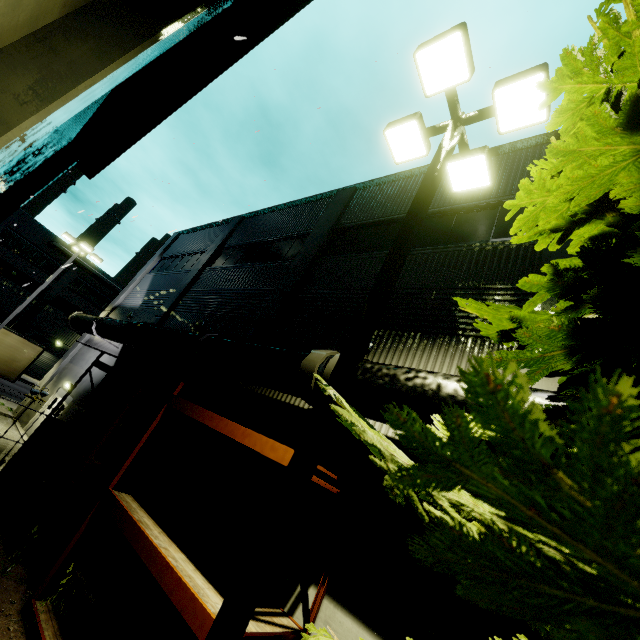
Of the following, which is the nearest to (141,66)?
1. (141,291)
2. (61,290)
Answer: (141,291)

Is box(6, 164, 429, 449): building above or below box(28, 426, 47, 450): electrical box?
above

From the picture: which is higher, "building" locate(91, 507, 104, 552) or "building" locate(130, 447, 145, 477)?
"building" locate(130, 447, 145, 477)

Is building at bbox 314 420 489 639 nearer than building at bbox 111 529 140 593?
Yes

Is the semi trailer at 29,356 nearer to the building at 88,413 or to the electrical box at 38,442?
the building at 88,413

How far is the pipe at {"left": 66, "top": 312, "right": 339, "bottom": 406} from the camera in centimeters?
634cm

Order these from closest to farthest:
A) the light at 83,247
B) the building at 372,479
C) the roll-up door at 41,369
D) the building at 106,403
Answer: the building at 372,479, the building at 106,403, the light at 83,247, the roll-up door at 41,369

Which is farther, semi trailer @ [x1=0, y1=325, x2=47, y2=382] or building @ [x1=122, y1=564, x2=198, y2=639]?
semi trailer @ [x1=0, y1=325, x2=47, y2=382]
